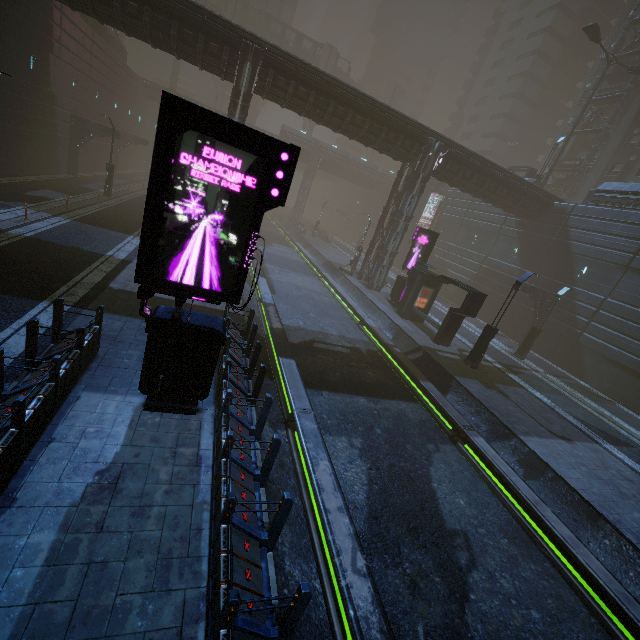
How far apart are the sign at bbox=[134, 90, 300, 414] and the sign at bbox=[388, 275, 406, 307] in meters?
18.1 m

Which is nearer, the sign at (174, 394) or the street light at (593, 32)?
the sign at (174, 394)

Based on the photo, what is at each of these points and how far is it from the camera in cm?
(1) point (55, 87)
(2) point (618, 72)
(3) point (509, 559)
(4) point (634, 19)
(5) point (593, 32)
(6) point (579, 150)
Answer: (1) building, 2417
(2) building, 3744
(3) train rail, 809
(4) building structure, 3569
(5) street light, 2733
(6) building, 4250

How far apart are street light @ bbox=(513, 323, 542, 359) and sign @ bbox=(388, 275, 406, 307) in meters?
8.4 m

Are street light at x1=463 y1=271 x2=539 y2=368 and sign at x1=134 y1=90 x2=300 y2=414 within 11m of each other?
no

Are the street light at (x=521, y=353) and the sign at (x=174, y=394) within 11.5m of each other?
no

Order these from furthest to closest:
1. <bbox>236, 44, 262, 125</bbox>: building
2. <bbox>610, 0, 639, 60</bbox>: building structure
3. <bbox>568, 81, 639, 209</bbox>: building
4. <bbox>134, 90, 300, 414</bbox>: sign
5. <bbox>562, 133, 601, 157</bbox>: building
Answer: <bbox>562, 133, 601, 157</bbox>: building < <bbox>610, 0, 639, 60</bbox>: building structure < <bbox>568, 81, 639, 209</bbox>: building < <bbox>236, 44, 262, 125</bbox>: building < <bbox>134, 90, 300, 414</bbox>: sign

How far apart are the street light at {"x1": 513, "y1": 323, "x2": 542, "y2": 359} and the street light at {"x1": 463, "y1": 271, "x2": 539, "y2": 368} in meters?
7.3 m
